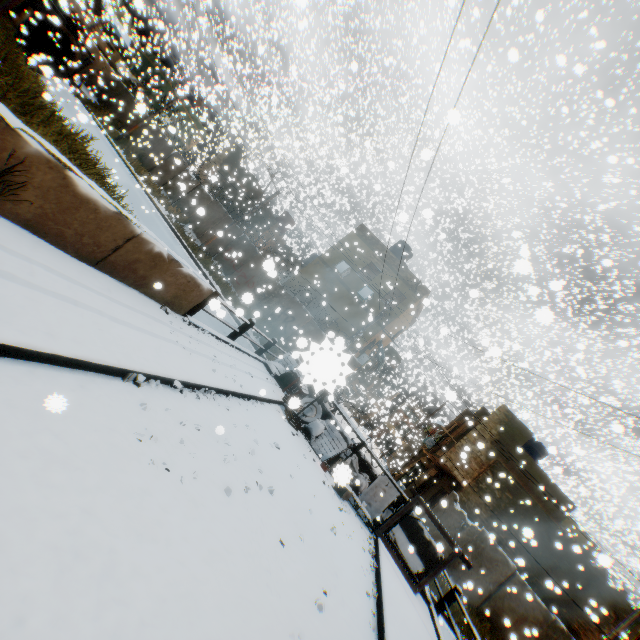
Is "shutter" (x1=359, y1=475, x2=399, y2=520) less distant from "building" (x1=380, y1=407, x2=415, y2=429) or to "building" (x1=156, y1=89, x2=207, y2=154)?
"building" (x1=380, y1=407, x2=415, y2=429)

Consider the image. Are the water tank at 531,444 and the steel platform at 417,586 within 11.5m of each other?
no

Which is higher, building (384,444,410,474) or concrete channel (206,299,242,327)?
building (384,444,410,474)

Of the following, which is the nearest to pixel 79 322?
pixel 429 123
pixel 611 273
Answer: pixel 429 123

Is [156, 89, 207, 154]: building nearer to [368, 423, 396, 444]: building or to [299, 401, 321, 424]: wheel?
[368, 423, 396, 444]: building

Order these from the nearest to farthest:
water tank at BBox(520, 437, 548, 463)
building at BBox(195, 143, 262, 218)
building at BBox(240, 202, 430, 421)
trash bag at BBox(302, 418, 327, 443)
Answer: trash bag at BBox(302, 418, 327, 443) < building at BBox(240, 202, 430, 421) < water tank at BBox(520, 437, 548, 463) < building at BBox(195, 143, 262, 218)

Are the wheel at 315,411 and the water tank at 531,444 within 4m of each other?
no

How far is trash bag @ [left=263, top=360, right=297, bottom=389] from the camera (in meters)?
11.55
